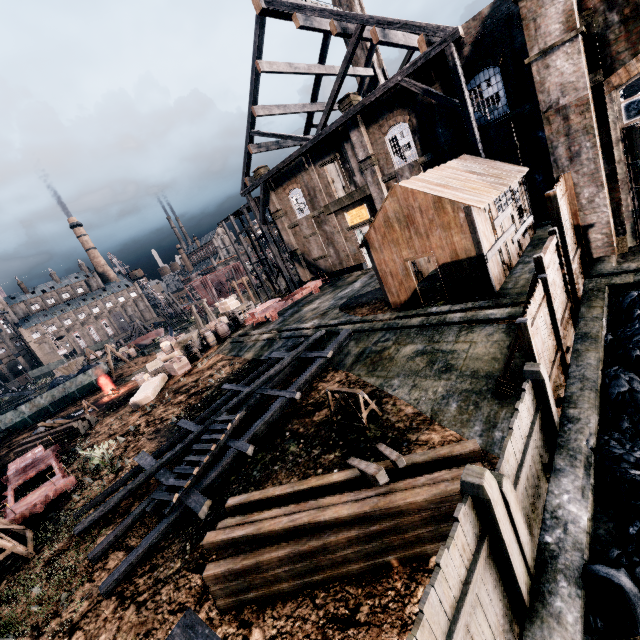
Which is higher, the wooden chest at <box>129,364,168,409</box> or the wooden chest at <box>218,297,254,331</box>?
the wooden chest at <box>218,297,254,331</box>

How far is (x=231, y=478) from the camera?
10.97m

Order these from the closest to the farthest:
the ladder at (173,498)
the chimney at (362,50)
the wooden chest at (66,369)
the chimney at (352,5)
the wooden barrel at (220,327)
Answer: the ladder at (173,498), the wooden barrel at (220,327), the chimney at (352,5), the chimney at (362,50), the wooden chest at (66,369)

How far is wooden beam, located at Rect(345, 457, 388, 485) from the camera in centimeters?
563cm

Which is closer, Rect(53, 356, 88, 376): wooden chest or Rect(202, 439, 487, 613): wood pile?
Rect(202, 439, 487, 613): wood pile

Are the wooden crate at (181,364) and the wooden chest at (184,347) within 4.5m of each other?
yes

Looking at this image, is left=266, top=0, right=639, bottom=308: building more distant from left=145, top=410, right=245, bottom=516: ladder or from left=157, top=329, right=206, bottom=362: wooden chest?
left=157, top=329, right=206, bottom=362: wooden chest

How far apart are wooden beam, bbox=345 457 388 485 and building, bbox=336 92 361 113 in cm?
2453
